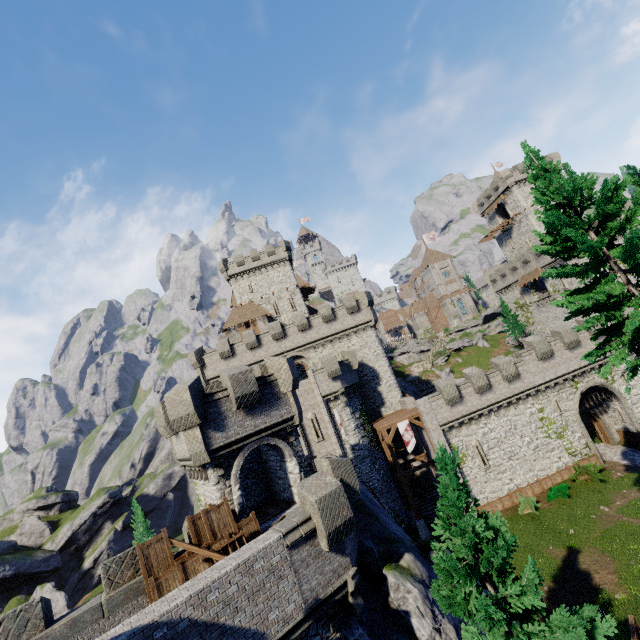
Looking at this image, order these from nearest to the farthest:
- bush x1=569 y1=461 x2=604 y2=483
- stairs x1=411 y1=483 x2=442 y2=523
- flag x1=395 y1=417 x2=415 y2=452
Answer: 1. bush x1=569 y1=461 x2=604 y2=483
2. flag x1=395 y1=417 x2=415 y2=452
3. stairs x1=411 y1=483 x2=442 y2=523

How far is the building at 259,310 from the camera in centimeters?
4706cm

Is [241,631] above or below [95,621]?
below

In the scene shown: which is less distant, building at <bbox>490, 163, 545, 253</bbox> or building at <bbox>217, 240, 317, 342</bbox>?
building at <bbox>217, 240, 317, 342</bbox>

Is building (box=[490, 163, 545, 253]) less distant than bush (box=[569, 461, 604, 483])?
No

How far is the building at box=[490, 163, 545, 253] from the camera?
55.28m

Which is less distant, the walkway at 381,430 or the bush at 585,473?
the bush at 585,473

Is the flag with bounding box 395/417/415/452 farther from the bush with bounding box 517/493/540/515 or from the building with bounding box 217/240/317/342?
the building with bounding box 217/240/317/342
